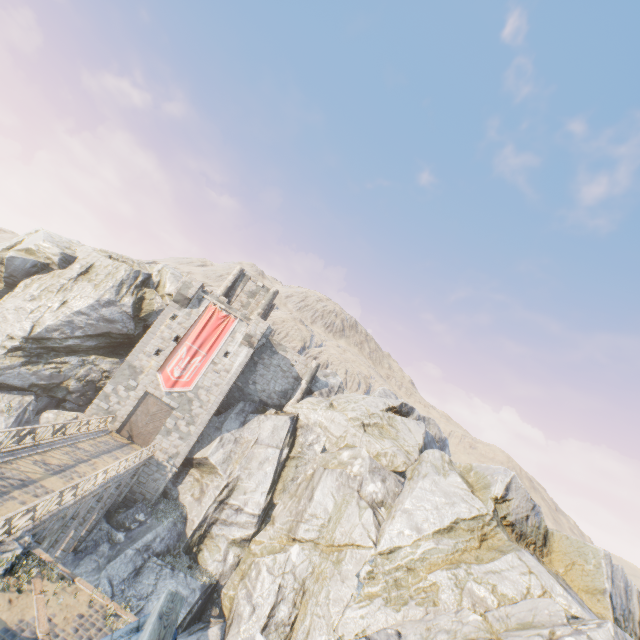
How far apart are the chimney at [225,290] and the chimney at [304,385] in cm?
1191

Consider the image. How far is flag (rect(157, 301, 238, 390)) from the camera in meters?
28.5 m

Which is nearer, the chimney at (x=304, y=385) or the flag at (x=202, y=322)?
the flag at (x=202, y=322)

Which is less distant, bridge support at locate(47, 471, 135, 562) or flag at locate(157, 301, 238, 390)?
bridge support at locate(47, 471, 135, 562)

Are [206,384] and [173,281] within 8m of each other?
no

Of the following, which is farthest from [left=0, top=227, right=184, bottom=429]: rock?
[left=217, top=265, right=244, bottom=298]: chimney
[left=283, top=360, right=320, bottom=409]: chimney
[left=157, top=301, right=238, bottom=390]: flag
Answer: [left=157, top=301, right=238, bottom=390]: flag

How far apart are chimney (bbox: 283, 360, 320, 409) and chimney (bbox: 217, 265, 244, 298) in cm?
1191

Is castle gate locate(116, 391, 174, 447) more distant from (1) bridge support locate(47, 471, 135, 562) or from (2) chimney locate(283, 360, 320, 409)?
(2) chimney locate(283, 360, 320, 409)
